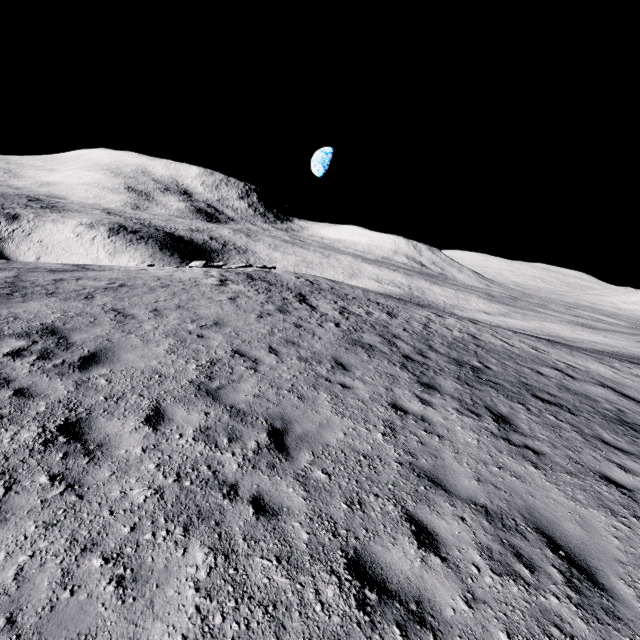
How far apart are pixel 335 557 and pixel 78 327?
7.6m
